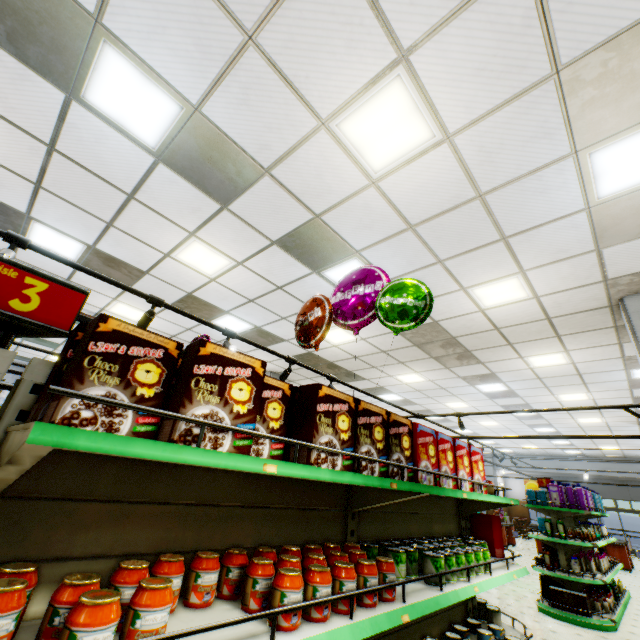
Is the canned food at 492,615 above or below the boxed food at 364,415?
below

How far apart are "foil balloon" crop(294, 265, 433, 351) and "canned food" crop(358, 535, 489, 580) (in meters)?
1.61

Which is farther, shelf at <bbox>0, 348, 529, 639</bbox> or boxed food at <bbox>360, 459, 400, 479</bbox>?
boxed food at <bbox>360, 459, 400, 479</bbox>

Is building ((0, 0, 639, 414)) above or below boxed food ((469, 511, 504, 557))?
above

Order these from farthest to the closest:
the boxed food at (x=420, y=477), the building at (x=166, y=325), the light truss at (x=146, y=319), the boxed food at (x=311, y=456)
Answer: the building at (x=166, y=325) < the light truss at (x=146, y=319) < the boxed food at (x=420, y=477) < the boxed food at (x=311, y=456)

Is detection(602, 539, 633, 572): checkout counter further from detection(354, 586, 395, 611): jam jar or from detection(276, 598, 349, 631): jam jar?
detection(276, 598, 349, 631): jam jar

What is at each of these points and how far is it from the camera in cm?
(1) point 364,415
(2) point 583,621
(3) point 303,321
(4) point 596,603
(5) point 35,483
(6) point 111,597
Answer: (1) boxed food, 188
(2) shelf, 593
(3) foil balloon, 336
(4) shampoo, 633
(5) shelf, 119
(6) jam jar, 88

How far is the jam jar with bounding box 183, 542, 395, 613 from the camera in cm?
133
